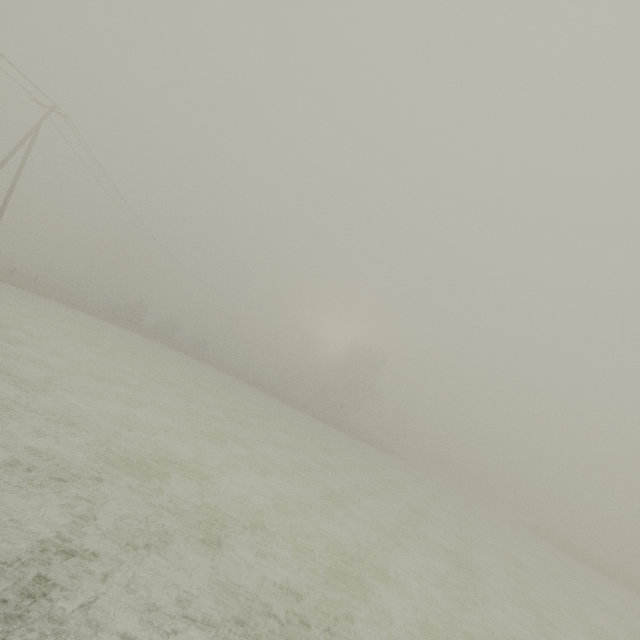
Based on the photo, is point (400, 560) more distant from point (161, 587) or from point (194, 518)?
point (161, 587)

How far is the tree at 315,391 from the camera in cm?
5341

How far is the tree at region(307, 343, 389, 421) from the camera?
53.4m
